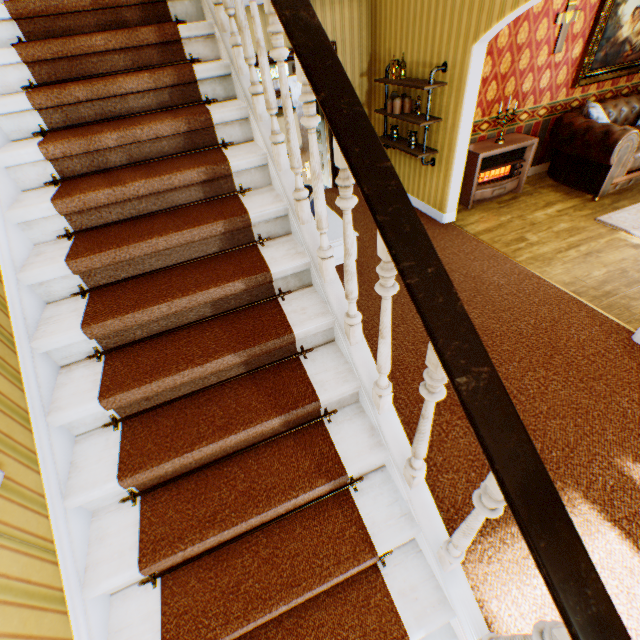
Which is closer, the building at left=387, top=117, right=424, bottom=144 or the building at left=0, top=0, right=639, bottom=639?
the building at left=0, top=0, right=639, bottom=639

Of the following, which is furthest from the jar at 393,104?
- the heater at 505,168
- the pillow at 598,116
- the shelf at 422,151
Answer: the pillow at 598,116

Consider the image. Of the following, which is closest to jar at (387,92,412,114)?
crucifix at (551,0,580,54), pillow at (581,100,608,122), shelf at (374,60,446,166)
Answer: shelf at (374,60,446,166)

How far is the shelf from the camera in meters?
4.4 m

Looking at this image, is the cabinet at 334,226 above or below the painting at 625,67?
below

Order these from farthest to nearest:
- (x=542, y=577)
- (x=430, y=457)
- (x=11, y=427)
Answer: (x=430, y=457), (x=11, y=427), (x=542, y=577)

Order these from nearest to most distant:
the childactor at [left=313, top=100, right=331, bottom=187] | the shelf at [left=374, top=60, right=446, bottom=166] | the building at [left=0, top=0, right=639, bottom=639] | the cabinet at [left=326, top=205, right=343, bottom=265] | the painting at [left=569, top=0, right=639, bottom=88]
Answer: the building at [left=0, top=0, right=639, bottom=639] → the cabinet at [left=326, top=205, right=343, bottom=265] → the shelf at [left=374, top=60, right=446, bottom=166] → the painting at [left=569, top=0, right=639, bottom=88] → the childactor at [left=313, top=100, right=331, bottom=187]

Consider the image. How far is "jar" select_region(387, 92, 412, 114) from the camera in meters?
5.0 m
